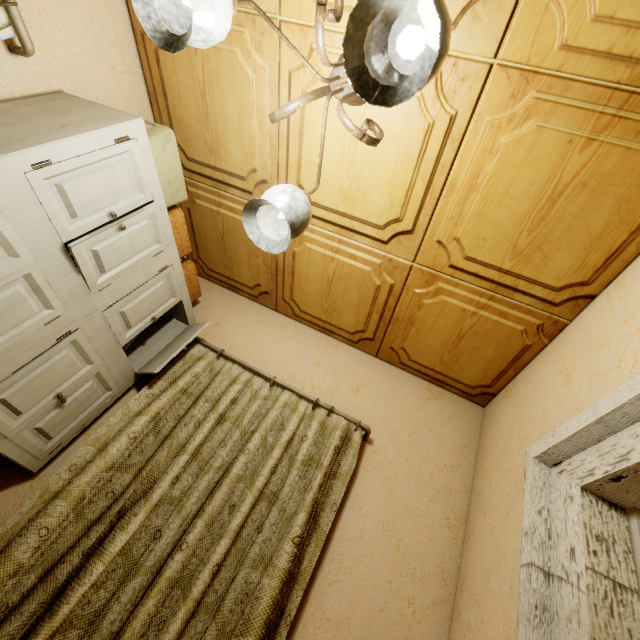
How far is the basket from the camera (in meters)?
1.54

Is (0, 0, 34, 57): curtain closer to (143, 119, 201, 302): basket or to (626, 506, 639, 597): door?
(143, 119, 201, 302): basket

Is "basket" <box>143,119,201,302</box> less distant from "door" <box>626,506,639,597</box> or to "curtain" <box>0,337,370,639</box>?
"curtain" <box>0,337,370,639</box>

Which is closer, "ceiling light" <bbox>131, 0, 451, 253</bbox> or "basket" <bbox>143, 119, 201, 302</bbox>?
"ceiling light" <bbox>131, 0, 451, 253</bbox>

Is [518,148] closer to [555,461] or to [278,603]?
[555,461]

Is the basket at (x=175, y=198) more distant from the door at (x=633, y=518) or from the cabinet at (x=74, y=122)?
the door at (x=633, y=518)

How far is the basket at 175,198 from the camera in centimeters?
154cm

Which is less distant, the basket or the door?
the door
